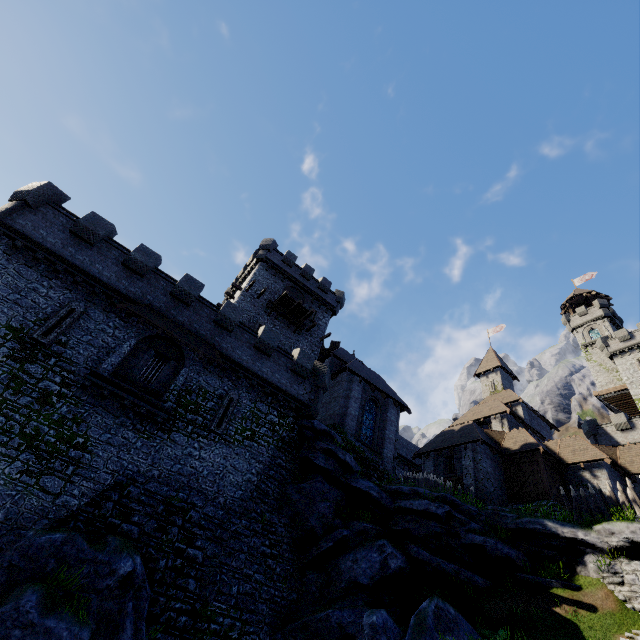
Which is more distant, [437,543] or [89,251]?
[89,251]

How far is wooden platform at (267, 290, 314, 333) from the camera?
30.53m

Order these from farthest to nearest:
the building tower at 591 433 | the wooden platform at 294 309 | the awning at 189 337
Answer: the building tower at 591 433 → the wooden platform at 294 309 → the awning at 189 337

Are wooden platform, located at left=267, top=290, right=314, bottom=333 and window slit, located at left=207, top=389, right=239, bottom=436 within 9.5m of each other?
no

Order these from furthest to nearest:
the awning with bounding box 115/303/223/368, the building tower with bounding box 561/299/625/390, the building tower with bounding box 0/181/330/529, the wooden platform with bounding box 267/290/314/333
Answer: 1. the building tower with bounding box 561/299/625/390
2. the wooden platform with bounding box 267/290/314/333
3. the awning with bounding box 115/303/223/368
4. the building tower with bounding box 0/181/330/529

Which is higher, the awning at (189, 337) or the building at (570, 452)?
the building at (570, 452)

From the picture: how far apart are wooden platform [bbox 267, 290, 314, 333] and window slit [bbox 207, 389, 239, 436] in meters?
12.3 m

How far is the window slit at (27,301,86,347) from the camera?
14.8m
